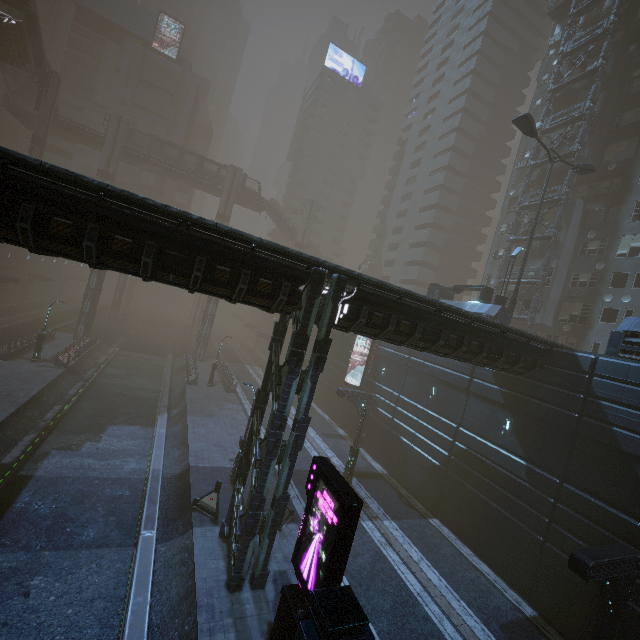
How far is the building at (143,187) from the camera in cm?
5497

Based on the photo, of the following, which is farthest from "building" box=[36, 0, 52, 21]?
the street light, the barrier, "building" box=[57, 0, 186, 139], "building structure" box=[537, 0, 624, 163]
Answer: the street light

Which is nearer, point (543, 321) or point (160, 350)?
point (543, 321)

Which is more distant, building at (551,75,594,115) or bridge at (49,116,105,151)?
bridge at (49,116,105,151)

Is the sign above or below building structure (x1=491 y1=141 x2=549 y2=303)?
below

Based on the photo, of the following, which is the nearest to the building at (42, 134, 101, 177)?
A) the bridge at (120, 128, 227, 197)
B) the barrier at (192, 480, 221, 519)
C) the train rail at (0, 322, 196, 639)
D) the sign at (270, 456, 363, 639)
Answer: the bridge at (120, 128, 227, 197)

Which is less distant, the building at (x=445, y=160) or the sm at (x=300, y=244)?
the building at (x=445, y=160)

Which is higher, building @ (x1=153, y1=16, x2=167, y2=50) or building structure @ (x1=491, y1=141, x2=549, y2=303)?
building @ (x1=153, y1=16, x2=167, y2=50)
